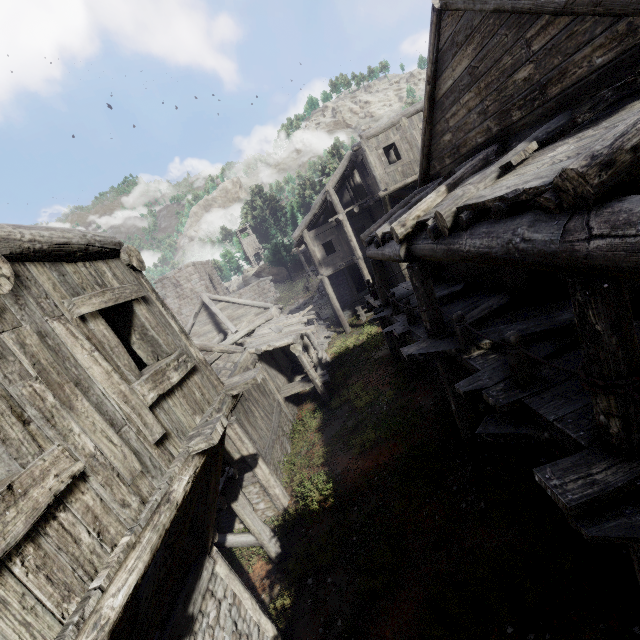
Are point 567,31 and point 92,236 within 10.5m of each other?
yes

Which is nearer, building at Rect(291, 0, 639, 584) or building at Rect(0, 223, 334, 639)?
building at Rect(0, 223, 334, 639)

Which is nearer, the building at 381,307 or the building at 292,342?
the building at 292,342
